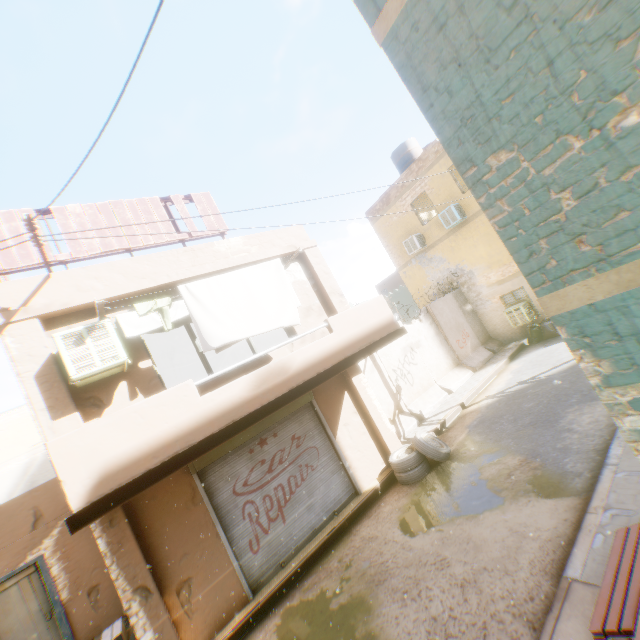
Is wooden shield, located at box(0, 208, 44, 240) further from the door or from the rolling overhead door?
the door

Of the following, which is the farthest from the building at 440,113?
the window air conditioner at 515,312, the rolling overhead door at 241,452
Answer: the window air conditioner at 515,312

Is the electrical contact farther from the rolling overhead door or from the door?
the door

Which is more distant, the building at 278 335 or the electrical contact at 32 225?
the building at 278 335

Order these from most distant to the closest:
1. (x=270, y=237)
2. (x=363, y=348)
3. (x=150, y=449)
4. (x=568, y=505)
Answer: (x=270, y=237)
(x=363, y=348)
(x=568, y=505)
(x=150, y=449)

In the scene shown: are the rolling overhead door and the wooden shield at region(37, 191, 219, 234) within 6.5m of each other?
yes

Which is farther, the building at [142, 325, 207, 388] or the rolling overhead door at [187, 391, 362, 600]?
the building at [142, 325, 207, 388]

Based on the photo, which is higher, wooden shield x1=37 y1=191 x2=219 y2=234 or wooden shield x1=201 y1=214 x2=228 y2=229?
wooden shield x1=37 y1=191 x2=219 y2=234
